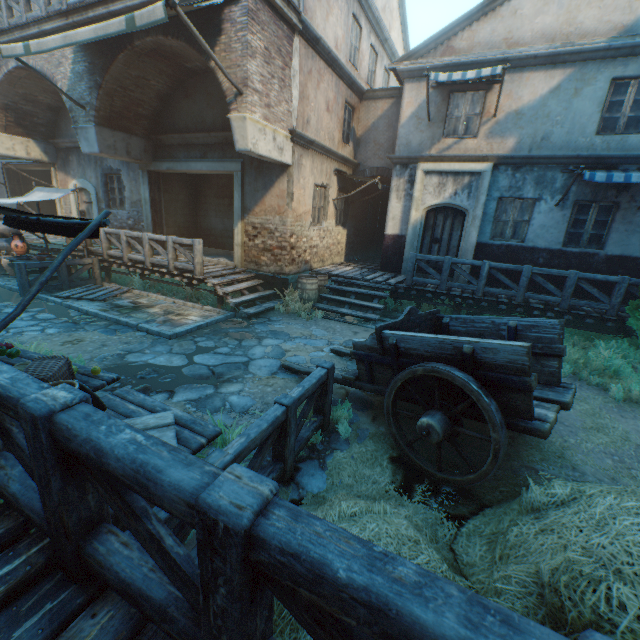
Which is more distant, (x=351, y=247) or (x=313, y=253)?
(x=351, y=247)

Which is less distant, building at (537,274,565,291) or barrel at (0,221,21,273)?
building at (537,274,565,291)

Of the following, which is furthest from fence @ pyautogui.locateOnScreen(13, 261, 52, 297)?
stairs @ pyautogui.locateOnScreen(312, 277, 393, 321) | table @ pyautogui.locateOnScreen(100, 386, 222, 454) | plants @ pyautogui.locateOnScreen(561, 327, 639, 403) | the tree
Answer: the tree

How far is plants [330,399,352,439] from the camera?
4.28m

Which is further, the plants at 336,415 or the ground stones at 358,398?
the ground stones at 358,398

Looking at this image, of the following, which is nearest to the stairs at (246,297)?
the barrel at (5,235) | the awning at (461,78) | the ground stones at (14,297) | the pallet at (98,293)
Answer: the ground stones at (14,297)

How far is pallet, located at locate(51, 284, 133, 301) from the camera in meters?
9.1 m

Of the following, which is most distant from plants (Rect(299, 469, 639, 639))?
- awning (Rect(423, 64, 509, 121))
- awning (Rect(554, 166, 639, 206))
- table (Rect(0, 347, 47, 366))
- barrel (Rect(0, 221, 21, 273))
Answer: barrel (Rect(0, 221, 21, 273))
